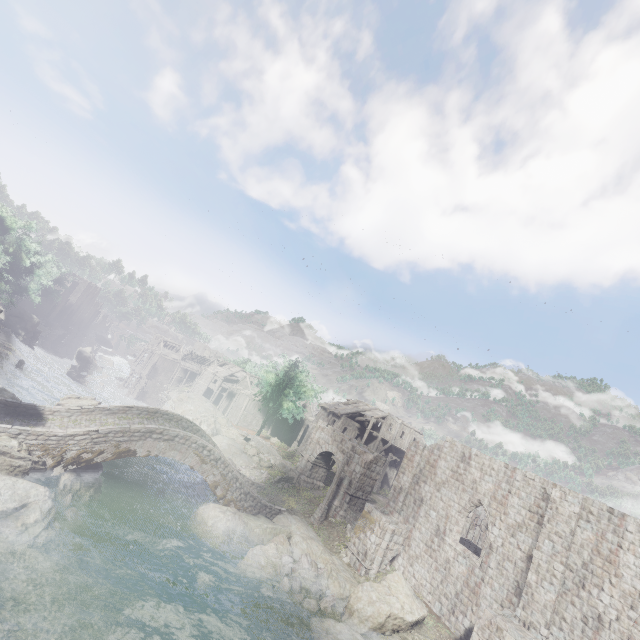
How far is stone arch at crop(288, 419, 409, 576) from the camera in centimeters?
2112cm

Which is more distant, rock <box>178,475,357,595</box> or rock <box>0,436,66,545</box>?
rock <box>178,475,357,595</box>

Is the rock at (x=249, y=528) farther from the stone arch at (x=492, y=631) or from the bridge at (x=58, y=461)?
the stone arch at (x=492, y=631)

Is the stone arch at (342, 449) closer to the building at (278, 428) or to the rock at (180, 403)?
the building at (278, 428)

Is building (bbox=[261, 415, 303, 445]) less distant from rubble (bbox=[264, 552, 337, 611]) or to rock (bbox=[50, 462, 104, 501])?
rubble (bbox=[264, 552, 337, 611])

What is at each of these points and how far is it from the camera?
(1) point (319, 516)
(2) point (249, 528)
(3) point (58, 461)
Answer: (1) wooden lamp post, 25.1 meters
(2) rock, 21.2 meters
(3) bridge, 16.5 meters

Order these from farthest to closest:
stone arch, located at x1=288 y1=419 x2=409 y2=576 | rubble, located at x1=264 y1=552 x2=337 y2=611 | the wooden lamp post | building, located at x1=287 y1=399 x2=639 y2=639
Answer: the wooden lamp post → stone arch, located at x1=288 y1=419 x2=409 y2=576 → rubble, located at x1=264 y1=552 x2=337 y2=611 → building, located at x1=287 y1=399 x2=639 y2=639

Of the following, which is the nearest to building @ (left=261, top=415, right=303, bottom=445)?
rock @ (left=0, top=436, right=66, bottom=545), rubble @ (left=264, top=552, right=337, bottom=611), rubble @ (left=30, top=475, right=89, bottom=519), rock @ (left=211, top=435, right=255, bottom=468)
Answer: rock @ (left=211, top=435, right=255, bottom=468)
